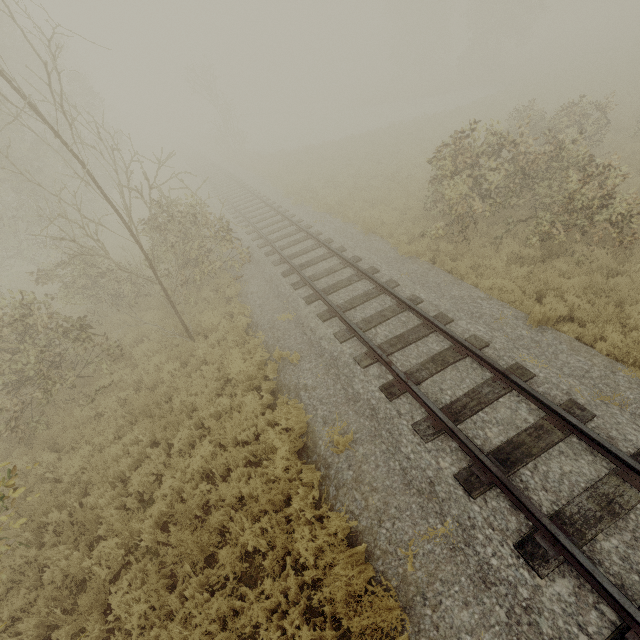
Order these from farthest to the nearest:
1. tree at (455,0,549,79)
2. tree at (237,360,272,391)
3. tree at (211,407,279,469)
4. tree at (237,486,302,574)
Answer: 1. tree at (455,0,549,79)
2. tree at (237,360,272,391)
3. tree at (211,407,279,469)
4. tree at (237,486,302,574)

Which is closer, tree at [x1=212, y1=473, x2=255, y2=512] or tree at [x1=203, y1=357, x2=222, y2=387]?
tree at [x1=212, y1=473, x2=255, y2=512]

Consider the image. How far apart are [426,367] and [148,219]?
10.2m

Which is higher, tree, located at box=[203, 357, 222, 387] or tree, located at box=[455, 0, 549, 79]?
tree, located at box=[455, 0, 549, 79]

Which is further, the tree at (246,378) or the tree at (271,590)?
the tree at (246,378)

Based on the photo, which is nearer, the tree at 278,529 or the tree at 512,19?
the tree at 278,529

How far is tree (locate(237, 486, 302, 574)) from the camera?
5.0 meters
